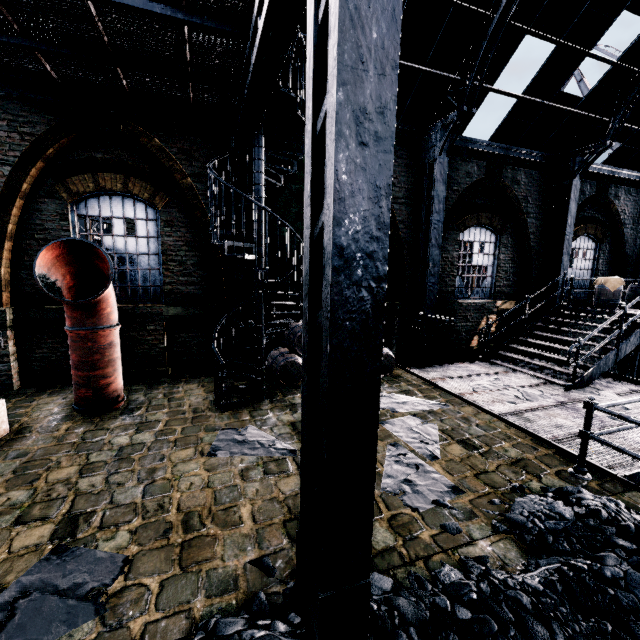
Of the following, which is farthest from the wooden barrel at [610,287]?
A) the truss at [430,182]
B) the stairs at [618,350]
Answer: the truss at [430,182]

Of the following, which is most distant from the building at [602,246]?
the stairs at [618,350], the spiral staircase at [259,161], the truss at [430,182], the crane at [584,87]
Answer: the crane at [584,87]

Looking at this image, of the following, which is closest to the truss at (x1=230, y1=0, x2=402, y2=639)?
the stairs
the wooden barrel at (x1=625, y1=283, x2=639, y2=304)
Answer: the stairs

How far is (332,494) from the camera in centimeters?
223cm

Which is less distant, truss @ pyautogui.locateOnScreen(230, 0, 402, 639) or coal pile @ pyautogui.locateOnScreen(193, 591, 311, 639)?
truss @ pyautogui.locateOnScreen(230, 0, 402, 639)

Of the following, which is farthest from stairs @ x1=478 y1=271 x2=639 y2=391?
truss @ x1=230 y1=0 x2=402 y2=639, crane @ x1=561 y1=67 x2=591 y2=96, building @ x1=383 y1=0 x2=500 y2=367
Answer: crane @ x1=561 y1=67 x2=591 y2=96

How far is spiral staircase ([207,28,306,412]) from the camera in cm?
607

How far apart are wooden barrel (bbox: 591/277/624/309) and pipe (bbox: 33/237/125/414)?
15.93m
